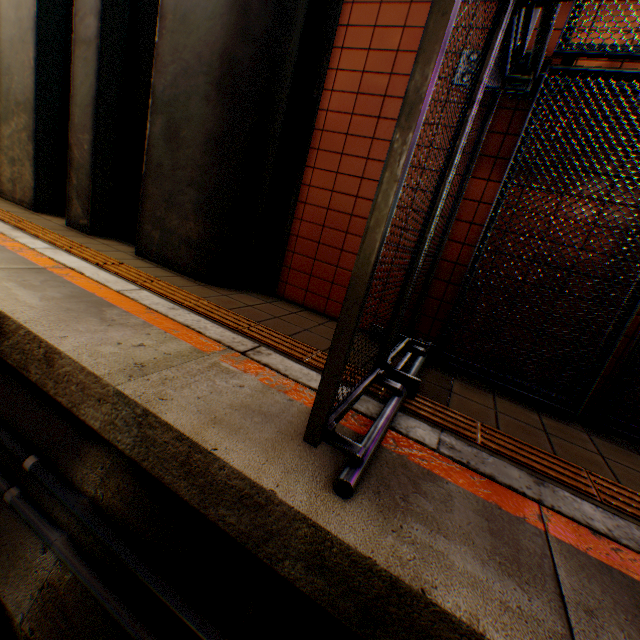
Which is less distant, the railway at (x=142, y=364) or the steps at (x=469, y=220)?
the railway at (x=142, y=364)

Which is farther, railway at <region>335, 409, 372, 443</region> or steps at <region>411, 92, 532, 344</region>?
steps at <region>411, 92, 532, 344</region>

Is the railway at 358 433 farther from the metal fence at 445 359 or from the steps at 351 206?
the steps at 351 206

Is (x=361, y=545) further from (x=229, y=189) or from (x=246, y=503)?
(x=229, y=189)

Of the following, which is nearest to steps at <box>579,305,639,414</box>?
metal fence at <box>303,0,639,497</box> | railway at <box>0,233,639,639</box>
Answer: metal fence at <box>303,0,639,497</box>
